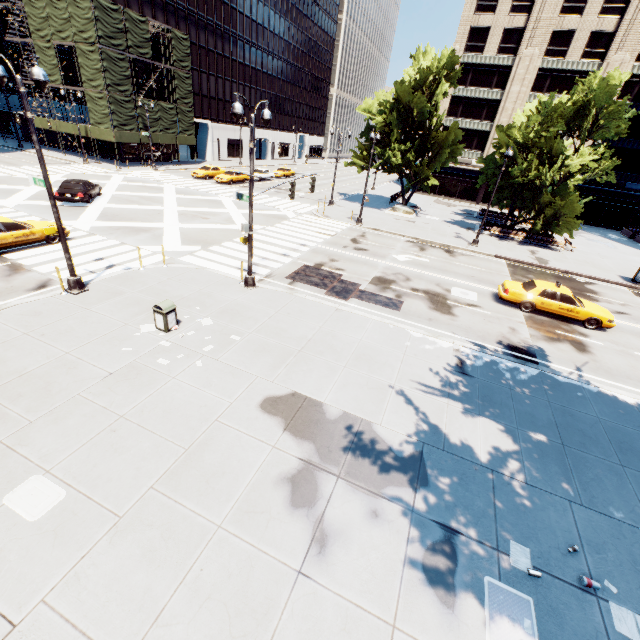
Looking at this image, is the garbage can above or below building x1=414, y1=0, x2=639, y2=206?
below

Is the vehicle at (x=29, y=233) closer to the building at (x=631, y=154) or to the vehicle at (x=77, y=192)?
the vehicle at (x=77, y=192)

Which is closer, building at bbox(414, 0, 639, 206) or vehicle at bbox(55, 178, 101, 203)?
vehicle at bbox(55, 178, 101, 203)

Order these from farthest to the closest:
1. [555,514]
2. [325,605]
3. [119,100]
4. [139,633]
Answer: [119,100] < [555,514] < [325,605] < [139,633]

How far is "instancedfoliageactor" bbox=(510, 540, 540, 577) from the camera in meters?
5.9

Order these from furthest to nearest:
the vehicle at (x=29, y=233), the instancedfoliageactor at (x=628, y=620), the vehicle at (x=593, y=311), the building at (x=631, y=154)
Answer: the building at (x=631, y=154) → the vehicle at (x=593, y=311) → the vehicle at (x=29, y=233) → the instancedfoliageactor at (x=628, y=620)

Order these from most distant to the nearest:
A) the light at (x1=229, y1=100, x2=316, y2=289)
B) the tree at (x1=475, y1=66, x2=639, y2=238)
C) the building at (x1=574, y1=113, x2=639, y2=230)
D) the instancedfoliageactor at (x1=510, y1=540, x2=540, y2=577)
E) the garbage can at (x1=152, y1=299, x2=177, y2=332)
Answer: the building at (x1=574, y1=113, x2=639, y2=230) < the tree at (x1=475, y1=66, x2=639, y2=238) < the light at (x1=229, y1=100, x2=316, y2=289) < the garbage can at (x1=152, y1=299, x2=177, y2=332) < the instancedfoliageactor at (x1=510, y1=540, x2=540, y2=577)

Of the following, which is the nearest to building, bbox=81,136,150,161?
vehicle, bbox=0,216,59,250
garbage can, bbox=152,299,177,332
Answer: vehicle, bbox=0,216,59,250
